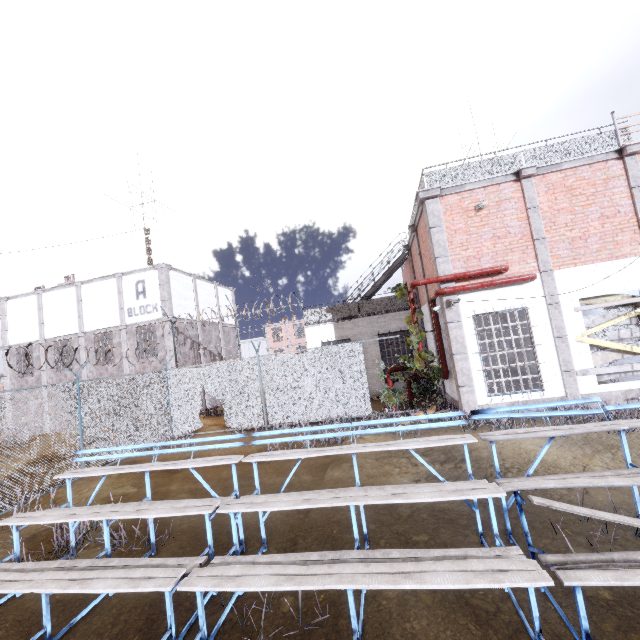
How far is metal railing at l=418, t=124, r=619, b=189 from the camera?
9.7m

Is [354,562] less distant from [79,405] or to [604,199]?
[79,405]

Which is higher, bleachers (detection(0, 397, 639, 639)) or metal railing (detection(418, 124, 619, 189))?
metal railing (detection(418, 124, 619, 189))

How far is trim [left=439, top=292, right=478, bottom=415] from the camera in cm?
977

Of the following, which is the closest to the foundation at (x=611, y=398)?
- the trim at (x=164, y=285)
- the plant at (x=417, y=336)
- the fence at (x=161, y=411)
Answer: the fence at (x=161, y=411)

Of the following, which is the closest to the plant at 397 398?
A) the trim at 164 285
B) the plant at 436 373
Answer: the plant at 436 373

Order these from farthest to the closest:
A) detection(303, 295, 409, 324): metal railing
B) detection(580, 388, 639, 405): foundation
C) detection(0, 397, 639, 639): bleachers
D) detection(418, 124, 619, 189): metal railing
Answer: detection(303, 295, 409, 324): metal railing → detection(418, 124, 619, 189): metal railing → detection(580, 388, 639, 405): foundation → detection(0, 397, 639, 639): bleachers

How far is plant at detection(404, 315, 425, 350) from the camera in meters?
10.8
